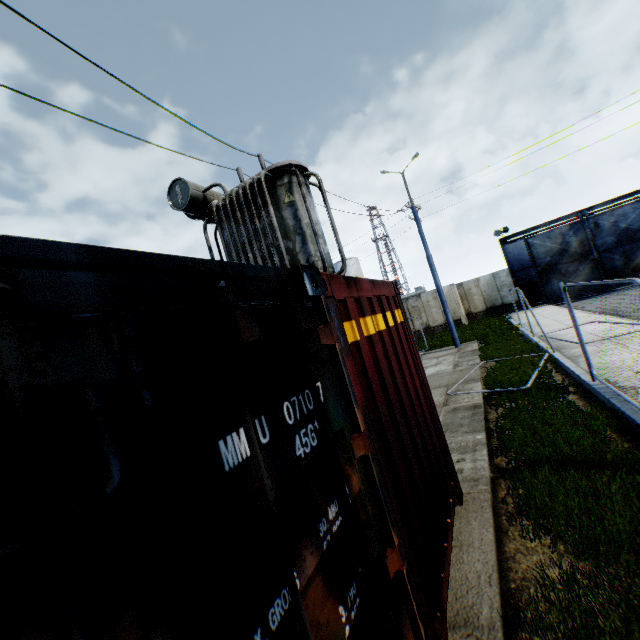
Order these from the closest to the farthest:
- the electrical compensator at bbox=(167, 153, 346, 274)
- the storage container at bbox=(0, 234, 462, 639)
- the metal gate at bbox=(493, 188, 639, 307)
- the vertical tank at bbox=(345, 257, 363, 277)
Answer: the storage container at bbox=(0, 234, 462, 639)
the electrical compensator at bbox=(167, 153, 346, 274)
the metal gate at bbox=(493, 188, 639, 307)
the vertical tank at bbox=(345, 257, 363, 277)

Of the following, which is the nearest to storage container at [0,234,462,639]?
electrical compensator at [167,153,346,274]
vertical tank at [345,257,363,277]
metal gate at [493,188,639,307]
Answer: electrical compensator at [167,153,346,274]

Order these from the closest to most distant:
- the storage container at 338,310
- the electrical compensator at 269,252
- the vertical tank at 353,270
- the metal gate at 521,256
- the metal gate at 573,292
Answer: the storage container at 338,310
the electrical compensator at 269,252
the metal gate at 521,256
the metal gate at 573,292
the vertical tank at 353,270

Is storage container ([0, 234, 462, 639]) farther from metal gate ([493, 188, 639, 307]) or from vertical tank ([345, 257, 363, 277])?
vertical tank ([345, 257, 363, 277])

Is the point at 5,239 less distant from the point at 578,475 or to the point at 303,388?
the point at 303,388

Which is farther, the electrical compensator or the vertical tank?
the vertical tank

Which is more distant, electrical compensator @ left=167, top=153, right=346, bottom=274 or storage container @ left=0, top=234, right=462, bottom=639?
electrical compensator @ left=167, top=153, right=346, bottom=274

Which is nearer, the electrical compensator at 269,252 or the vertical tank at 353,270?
the electrical compensator at 269,252
